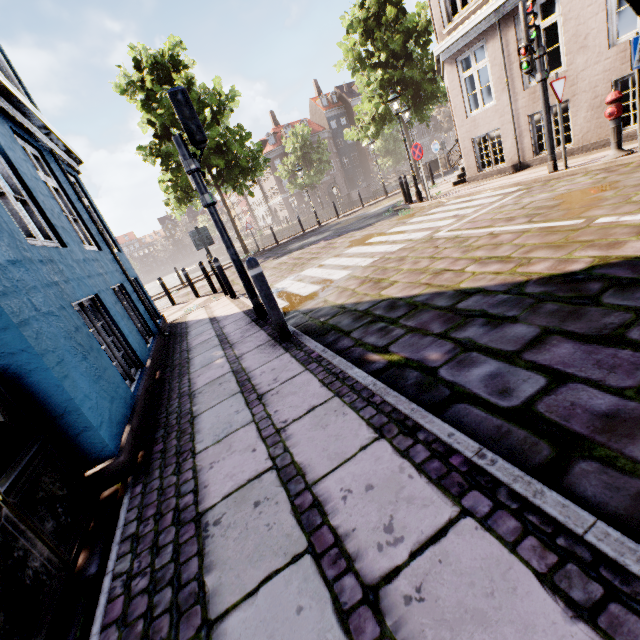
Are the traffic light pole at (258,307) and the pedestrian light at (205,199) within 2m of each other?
yes

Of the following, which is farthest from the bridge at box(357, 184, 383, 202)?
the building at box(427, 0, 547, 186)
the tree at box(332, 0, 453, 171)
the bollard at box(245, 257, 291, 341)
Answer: the bollard at box(245, 257, 291, 341)

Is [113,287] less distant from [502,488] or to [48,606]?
[48,606]

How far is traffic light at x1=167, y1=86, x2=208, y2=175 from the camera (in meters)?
4.48

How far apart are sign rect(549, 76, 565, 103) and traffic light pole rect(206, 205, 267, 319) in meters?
7.4 m

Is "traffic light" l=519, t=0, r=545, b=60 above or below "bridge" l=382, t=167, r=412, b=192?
above

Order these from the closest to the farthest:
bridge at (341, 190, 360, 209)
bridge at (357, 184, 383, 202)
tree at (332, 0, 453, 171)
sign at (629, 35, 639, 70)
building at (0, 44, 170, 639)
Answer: building at (0, 44, 170, 639) < sign at (629, 35, 639, 70) < tree at (332, 0, 453, 171) < bridge at (357, 184, 383, 202) < bridge at (341, 190, 360, 209)

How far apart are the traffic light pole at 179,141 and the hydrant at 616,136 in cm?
786
